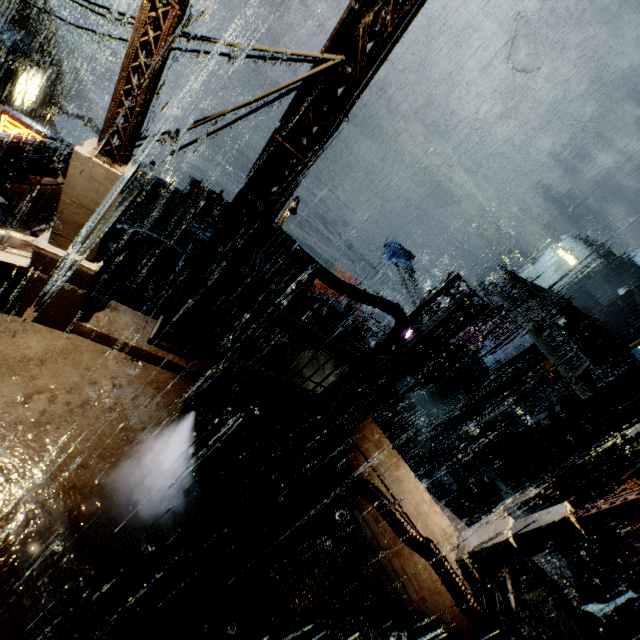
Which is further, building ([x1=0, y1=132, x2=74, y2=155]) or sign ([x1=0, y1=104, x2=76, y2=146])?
sign ([x1=0, y1=104, x2=76, y2=146])

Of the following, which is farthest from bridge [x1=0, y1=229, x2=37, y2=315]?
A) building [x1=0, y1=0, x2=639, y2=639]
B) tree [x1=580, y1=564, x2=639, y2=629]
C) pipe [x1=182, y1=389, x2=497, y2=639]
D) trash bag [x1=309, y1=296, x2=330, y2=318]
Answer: tree [x1=580, y1=564, x2=639, y2=629]

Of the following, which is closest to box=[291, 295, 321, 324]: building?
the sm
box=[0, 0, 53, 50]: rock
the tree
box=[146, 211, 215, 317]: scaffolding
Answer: the sm

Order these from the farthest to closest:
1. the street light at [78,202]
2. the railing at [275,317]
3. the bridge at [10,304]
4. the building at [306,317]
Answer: the building at [306,317]
the railing at [275,317]
the bridge at [10,304]
the street light at [78,202]

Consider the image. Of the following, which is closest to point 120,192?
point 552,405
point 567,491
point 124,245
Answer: point 124,245

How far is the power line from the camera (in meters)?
3.80

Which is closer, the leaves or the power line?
the power line

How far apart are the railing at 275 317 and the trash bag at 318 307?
10.48m
